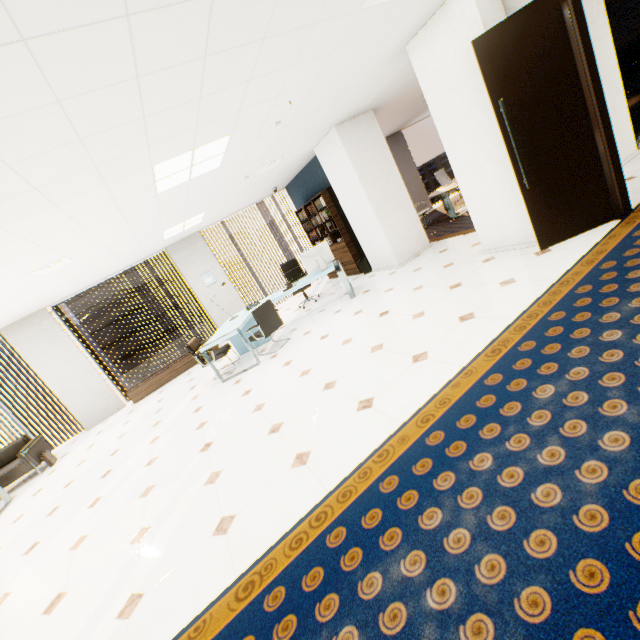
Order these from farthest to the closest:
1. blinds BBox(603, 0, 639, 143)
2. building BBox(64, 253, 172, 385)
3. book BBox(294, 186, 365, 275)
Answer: building BBox(64, 253, 172, 385)
book BBox(294, 186, 365, 275)
blinds BBox(603, 0, 639, 143)

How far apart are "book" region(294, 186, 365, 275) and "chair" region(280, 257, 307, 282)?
1.04m

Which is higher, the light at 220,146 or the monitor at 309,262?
the light at 220,146

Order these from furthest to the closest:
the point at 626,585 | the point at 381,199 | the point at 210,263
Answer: the point at 210,263 → the point at 381,199 → the point at 626,585

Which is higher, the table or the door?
the table

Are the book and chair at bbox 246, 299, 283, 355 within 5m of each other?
yes

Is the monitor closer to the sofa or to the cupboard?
the cupboard

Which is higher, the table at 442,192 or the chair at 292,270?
the chair at 292,270
